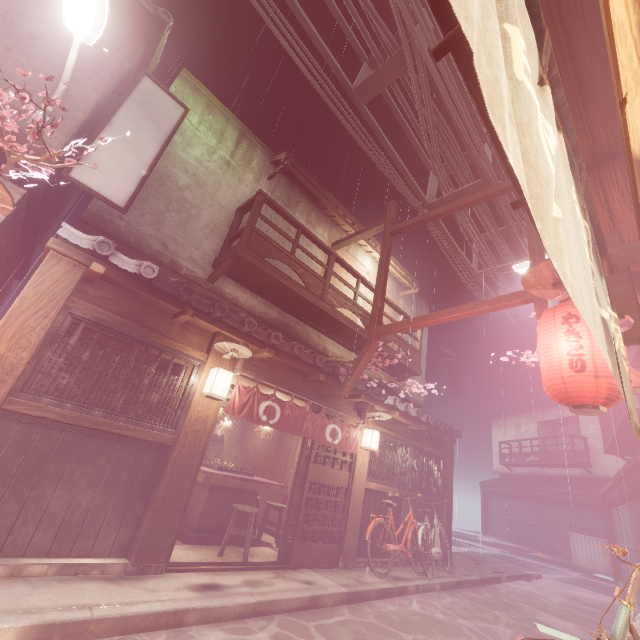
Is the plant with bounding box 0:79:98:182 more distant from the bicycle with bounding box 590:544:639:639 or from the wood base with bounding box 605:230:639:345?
the bicycle with bounding box 590:544:639:639

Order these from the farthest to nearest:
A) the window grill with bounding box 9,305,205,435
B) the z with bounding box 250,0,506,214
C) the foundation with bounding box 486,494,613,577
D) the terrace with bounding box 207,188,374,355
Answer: the foundation with bounding box 486,494,613,577 → the terrace with bounding box 207,188,374,355 → the z with bounding box 250,0,506,214 → the window grill with bounding box 9,305,205,435

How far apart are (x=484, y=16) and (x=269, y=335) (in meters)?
9.66

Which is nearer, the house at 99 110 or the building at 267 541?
the house at 99 110

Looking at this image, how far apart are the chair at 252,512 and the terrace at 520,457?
35.68m

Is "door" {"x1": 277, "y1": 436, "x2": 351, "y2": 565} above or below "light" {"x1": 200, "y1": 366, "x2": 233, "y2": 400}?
below

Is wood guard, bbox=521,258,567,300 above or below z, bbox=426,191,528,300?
below

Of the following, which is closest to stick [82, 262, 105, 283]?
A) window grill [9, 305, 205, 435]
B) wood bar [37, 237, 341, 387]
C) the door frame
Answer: wood bar [37, 237, 341, 387]
